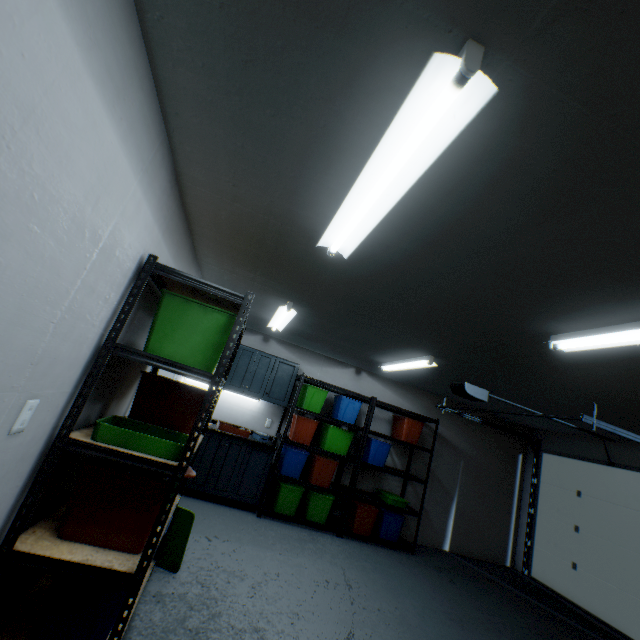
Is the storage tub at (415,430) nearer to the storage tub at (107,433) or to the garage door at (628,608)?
the garage door at (628,608)

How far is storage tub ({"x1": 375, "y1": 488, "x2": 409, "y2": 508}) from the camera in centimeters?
482cm

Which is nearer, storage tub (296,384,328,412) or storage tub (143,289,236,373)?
storage tub (143,289,236,373)

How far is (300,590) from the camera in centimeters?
284cm

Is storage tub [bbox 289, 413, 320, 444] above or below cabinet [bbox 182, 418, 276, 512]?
above

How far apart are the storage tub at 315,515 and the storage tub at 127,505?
2.76m

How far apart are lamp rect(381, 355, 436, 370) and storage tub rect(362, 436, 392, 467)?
1.1 meters

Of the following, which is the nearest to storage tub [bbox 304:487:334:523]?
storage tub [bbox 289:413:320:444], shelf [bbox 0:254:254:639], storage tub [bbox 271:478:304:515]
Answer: storage tub [bbox 271:478:304:515]
